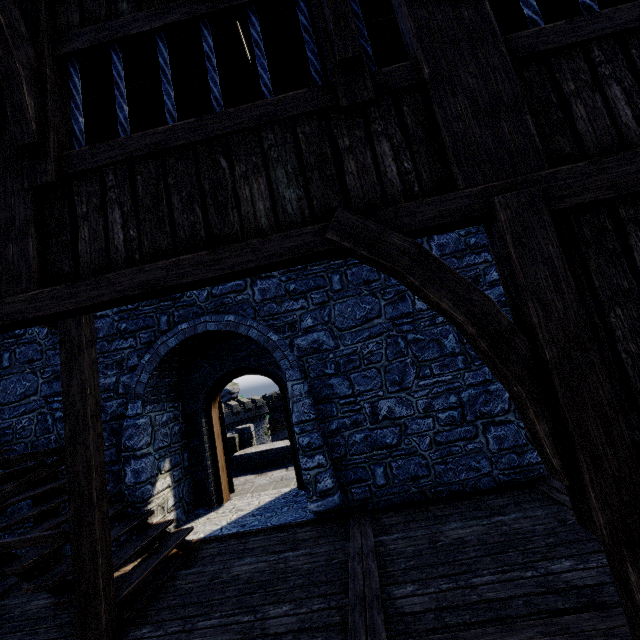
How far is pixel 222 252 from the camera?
1.8 meters

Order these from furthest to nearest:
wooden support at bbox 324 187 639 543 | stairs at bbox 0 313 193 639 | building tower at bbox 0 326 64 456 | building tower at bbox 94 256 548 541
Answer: building tower at bbox 0 326 64 456 → building tower at bbox 94 256 548 541 → stairs at bbox 0 313 193 639 → wooden support at bbox 324 187 639 543

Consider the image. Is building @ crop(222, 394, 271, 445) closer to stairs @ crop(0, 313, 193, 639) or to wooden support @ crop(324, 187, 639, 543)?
stairs @ crop(0, 313, 193, 639)

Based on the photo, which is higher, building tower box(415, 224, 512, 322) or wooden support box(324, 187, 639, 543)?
building tower box(415, 224, 512, 322)

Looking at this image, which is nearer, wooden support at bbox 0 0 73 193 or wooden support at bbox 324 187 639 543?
wooden support at bbox 324 187 639 543

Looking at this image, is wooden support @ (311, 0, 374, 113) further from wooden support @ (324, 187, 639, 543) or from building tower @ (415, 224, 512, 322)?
building tower @ (415, 224, 512, 322)

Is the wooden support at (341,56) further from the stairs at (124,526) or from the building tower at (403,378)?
the building tower at (403,378)

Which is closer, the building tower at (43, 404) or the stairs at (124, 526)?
the stairs at (124, 526)
